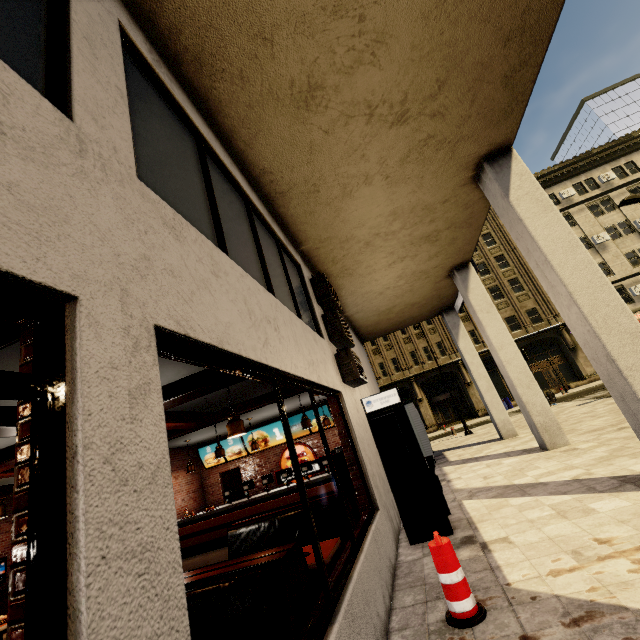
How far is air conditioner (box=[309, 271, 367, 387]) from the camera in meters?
6.4

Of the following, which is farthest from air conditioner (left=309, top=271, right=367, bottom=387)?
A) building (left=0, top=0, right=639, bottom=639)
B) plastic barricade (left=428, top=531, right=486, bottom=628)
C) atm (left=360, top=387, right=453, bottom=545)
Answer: plastic barricade (left=428, top=531, right=486, bottom=628)

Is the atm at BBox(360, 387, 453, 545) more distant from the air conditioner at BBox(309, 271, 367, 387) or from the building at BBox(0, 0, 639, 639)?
the air conditioner at BBox(309, 271, 367, 387)

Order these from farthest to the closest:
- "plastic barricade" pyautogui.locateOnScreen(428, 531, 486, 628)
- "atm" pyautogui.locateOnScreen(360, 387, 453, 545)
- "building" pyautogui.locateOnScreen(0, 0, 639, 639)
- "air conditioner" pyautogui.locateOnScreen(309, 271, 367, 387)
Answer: "air conditioner" pyautogui.locateOnScreen(309, 271, 367, 387) < "atm" pyautogui.locateOnScreen(360, 387, 453, 545) < "plastic barricade" pyautogui.locateOnScreen(428, 531, 486, 628) < "building" pyautogui.locateOnScreen(0, 0, 639, 639)

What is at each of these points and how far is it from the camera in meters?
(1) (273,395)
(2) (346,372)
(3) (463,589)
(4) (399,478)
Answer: (1) building, 6.2
(2) air conditioner, 6.4
(3) plastic barricade, 3.1
(4) atm, 5.7

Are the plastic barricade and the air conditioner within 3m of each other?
no

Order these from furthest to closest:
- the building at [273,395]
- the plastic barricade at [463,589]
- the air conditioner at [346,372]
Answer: the air conditioner at [346,372], the plastic barricade at [463,589], the building at [273,395]

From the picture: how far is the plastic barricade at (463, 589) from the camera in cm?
304
